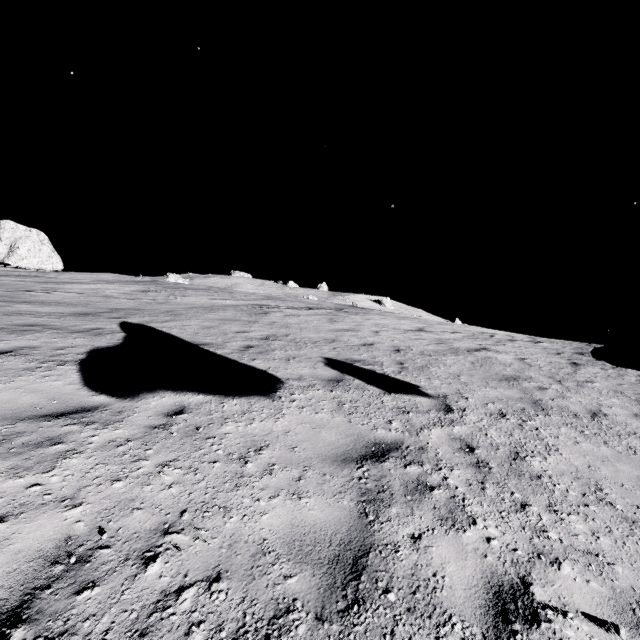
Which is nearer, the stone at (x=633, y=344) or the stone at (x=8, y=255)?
the stone at (x=633, y=344)

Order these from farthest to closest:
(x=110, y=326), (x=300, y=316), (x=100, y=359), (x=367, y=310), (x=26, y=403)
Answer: (x=367, y=310), (x=300, y=316), (x=110, y=326), (x=100, y=359), (x=26, y=403)

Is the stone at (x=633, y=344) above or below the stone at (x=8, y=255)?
below

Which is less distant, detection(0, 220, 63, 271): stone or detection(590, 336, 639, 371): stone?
detection(590, 336, 639, 371): stone

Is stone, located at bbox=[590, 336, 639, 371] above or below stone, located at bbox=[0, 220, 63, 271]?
below
